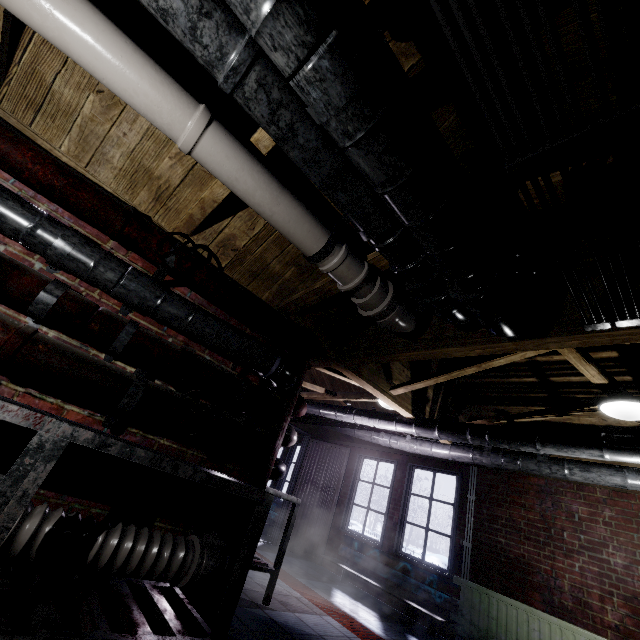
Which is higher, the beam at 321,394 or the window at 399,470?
the beam at 321,394

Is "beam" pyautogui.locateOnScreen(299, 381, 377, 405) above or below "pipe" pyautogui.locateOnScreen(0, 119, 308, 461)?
above

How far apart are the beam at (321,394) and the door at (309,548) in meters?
0.3

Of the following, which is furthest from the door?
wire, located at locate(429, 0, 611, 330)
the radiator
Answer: wire, located at locate(429, 0, 611, 330)

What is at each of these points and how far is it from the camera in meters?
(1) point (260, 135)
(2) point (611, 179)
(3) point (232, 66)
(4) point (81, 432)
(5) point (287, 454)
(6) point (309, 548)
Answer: (1) beam, 1.5
(2) beam, 1.2
(3) pipe, 1.0
(4) table, 1.2
(5) window, 7.5
(6) door, 5.5

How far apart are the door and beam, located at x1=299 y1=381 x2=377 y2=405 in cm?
34

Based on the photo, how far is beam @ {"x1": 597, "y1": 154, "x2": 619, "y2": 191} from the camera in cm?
117
